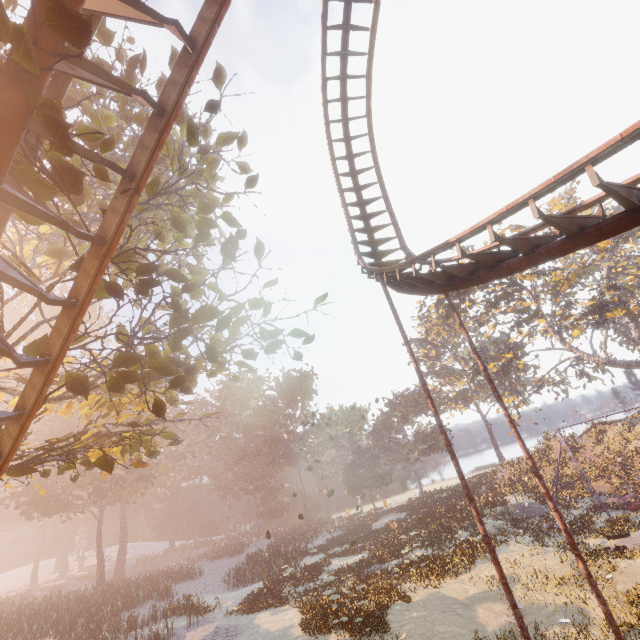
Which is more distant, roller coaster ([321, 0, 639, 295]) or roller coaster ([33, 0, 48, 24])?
roller coaster ([321, 0, 639, 295])

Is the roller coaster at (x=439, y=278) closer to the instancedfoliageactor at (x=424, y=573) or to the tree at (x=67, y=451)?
the tree at (x=67, y=451)

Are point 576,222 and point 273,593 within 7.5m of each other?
no

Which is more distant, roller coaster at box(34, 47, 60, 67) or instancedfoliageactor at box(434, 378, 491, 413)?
instancedfoliageactor at box(434, 378, 491, 413)

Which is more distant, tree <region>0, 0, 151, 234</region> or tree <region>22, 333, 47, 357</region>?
tree <region>22, 333, 47, 357</region>

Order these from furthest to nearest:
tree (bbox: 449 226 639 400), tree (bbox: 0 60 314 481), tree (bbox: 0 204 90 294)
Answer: tree (bbox: 449 226 639 400) < tree (bbox: 0 60 314 481) < tree (bbox: 0 204 90 294)
